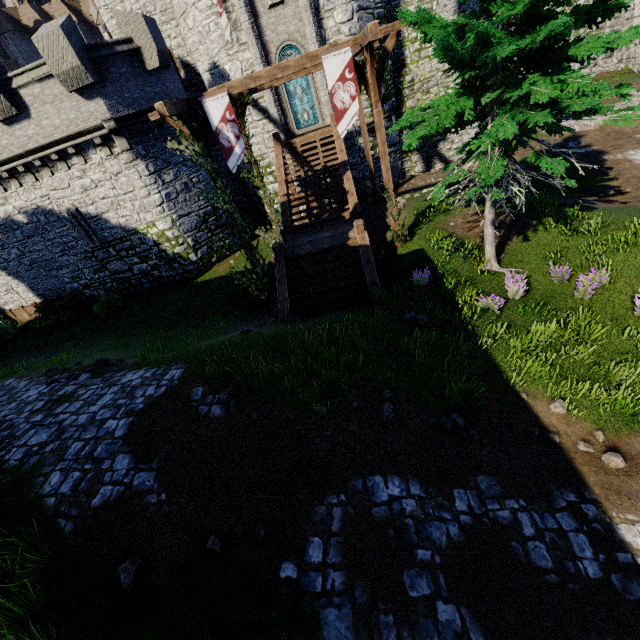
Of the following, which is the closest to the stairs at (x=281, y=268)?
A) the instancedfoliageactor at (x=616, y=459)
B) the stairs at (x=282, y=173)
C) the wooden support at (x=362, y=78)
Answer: the stairs at (x=282, y=173)

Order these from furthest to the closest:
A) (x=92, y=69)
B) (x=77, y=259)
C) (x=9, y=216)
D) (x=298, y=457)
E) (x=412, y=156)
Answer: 1. (x=412, y=156)
2. (x=77, y=259)
3. (x=9, y=216)
4. (x=92, y=69)
5. (x=298, y=457)

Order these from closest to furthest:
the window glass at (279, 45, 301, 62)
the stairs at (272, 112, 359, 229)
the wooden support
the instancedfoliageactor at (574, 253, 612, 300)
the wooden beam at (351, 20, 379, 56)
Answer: the wooden beam at (351, 20, 379, 56)
the instancedfoliageactor at (574, 253, 612, 300)
the wooden support
the stairs at (272, 112, 359, 229)
the window glass at (279, 45, 301, 62)

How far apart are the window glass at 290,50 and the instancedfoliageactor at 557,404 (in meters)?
18.40

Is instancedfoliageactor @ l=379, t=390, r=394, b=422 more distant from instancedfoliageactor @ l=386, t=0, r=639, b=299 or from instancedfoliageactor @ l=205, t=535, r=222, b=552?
instancedfoliageactor @ l=386, t=0, r=639, b=299

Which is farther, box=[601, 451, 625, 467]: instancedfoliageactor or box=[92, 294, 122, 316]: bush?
box=[92, 294, 122, 316]: bush

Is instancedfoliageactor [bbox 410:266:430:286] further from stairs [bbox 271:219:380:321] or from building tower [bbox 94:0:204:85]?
building tower [bbox 94:0:204:85]

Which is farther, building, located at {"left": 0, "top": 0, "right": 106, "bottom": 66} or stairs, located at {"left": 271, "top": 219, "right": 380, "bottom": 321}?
building, located at {"left": 0, "top": 0, "right": 106, "bottom": 66}
